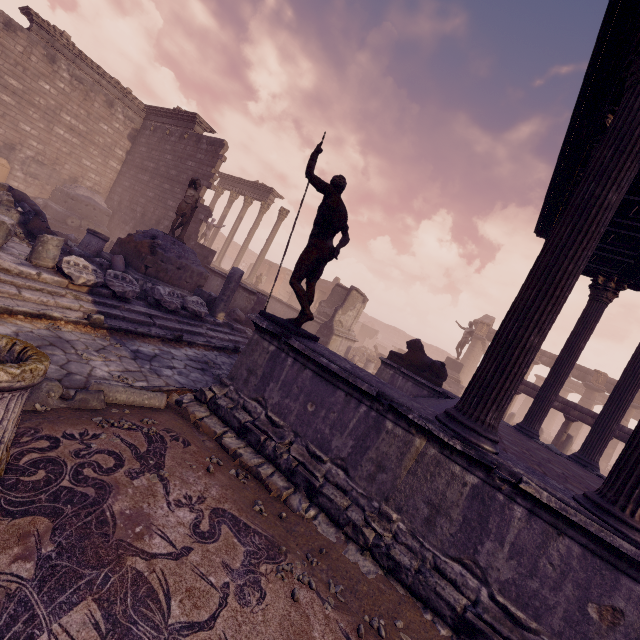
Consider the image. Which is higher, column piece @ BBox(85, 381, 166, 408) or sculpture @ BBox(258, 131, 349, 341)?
sculpture @ BBox(258, 131, 349, 341)

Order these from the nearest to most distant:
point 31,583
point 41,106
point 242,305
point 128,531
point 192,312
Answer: point 31,583, point 128,531, point 192,312, point 242,305, point 41,106

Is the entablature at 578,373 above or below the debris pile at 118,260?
Answer: above

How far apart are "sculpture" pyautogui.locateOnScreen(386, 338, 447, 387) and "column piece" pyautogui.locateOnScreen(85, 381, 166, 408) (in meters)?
7.98

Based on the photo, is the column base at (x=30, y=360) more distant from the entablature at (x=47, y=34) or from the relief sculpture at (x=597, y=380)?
the relief sculpture at (x=597, y=380)

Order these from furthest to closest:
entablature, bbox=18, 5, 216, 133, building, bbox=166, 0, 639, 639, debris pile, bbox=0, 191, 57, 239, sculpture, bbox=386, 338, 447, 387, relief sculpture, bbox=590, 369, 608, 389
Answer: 1. relief sculpture, bbox=590, 369, 608, 389
2. entablature, bbox=18, 5, 216, 133
3. sculpture, bbox=386, 338, 447, 387
4. debris pile, bbox=0, 191, 57, 239
5. building, bbox=166, 0, 639, 639

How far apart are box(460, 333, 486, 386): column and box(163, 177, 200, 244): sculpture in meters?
28.0

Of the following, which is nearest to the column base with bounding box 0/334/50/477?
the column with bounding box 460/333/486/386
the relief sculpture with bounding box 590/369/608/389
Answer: the relief sculpture with bounding box 590/369/608/389
